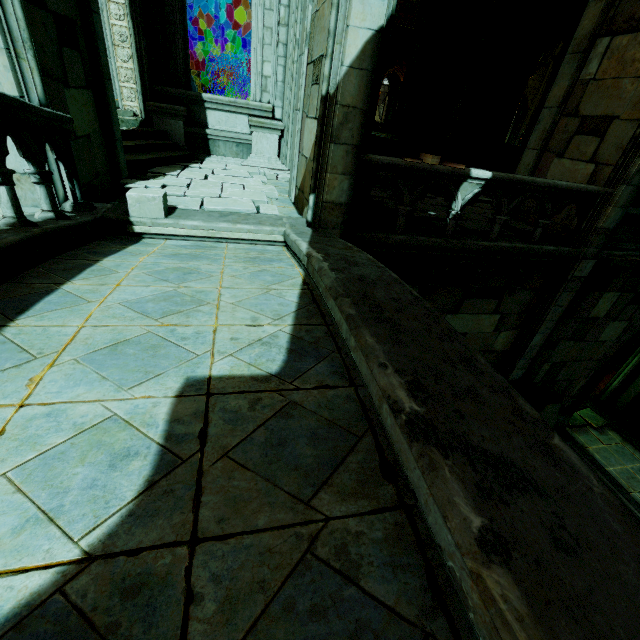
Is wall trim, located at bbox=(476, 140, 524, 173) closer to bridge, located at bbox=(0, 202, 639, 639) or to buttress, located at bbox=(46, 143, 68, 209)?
bridge, located at bbox=(0, 202, 639, 639)

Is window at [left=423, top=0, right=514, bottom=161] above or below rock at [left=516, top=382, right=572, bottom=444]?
above

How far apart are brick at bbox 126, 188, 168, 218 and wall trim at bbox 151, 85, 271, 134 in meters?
5.4 m

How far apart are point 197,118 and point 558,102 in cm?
900

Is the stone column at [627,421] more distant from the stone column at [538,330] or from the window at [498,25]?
the window at [498,25]

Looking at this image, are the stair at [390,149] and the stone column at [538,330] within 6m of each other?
yes

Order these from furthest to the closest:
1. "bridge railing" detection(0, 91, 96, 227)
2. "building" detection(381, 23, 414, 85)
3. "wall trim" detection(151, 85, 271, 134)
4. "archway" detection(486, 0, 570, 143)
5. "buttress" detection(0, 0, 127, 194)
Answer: "building" detection(381, 23, 414, 85) → "archway" detection(486, 0, 570, 143) → "wall trim" detection(151, 85, 271, 134) → "buttress" detection(0, 0, 127, 194) → "bridge railing" detection(0, 91, 96, 227)

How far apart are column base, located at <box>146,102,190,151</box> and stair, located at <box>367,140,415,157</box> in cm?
421
